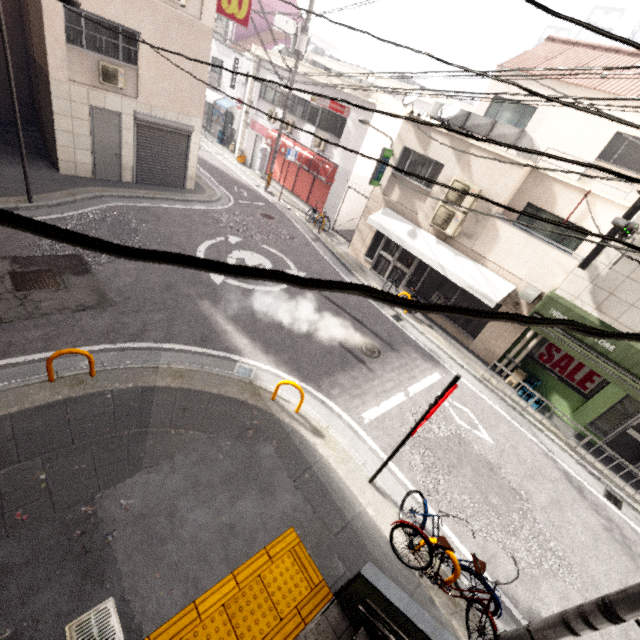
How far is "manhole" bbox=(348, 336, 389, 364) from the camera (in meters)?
9.49

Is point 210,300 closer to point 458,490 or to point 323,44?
point 458,490

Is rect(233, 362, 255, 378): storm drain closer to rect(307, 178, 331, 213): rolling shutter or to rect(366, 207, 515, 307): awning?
rect(366, 207, 515, 307): awning

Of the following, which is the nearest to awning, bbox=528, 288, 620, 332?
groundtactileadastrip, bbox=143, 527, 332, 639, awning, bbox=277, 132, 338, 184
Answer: groundtactileadastrip, bbox=143, 527, 332, 639

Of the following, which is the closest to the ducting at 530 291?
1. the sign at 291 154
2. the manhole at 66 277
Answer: the manhole at 66 277

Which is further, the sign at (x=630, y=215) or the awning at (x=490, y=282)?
the awning at (x=490, y=282)

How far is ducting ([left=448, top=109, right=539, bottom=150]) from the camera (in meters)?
9.99

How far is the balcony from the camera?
9.5 meters
